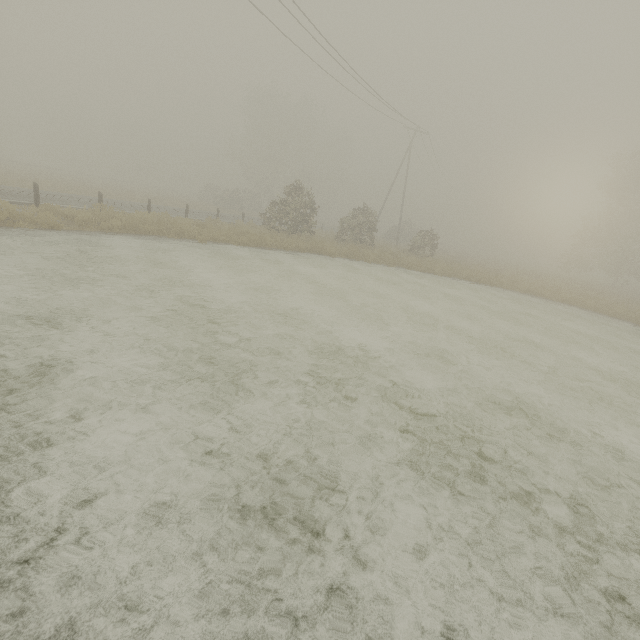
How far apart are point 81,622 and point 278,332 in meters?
5.3 m
